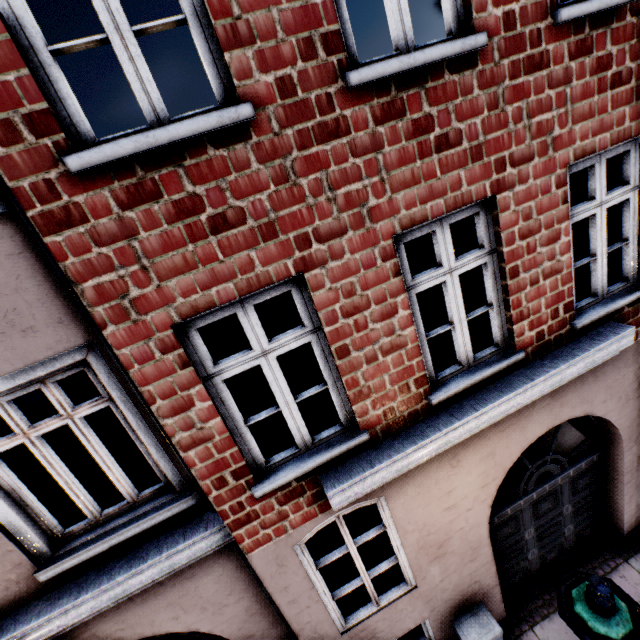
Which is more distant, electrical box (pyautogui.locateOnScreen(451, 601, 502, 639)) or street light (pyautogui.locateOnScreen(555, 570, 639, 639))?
electrical box (pyautogui.locateOnScreen(451, 601, 502, 639))

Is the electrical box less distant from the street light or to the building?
the building

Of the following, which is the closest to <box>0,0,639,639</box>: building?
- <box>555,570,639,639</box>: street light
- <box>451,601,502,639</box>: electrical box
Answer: <box>451,601,502,639</box>: electrical box

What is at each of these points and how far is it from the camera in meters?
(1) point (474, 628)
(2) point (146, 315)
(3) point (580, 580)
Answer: (1) electrical box, 4.4 m
(2) building, 2.4 m
(3) street light, 2.5 m

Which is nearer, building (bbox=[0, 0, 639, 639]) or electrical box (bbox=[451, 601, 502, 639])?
building (bbox=[0, 0, 639, 639])

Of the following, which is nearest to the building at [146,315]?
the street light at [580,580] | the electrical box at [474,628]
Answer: the electrical box at [474,628]

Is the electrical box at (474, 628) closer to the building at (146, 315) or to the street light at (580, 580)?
the building at (146, 315)
